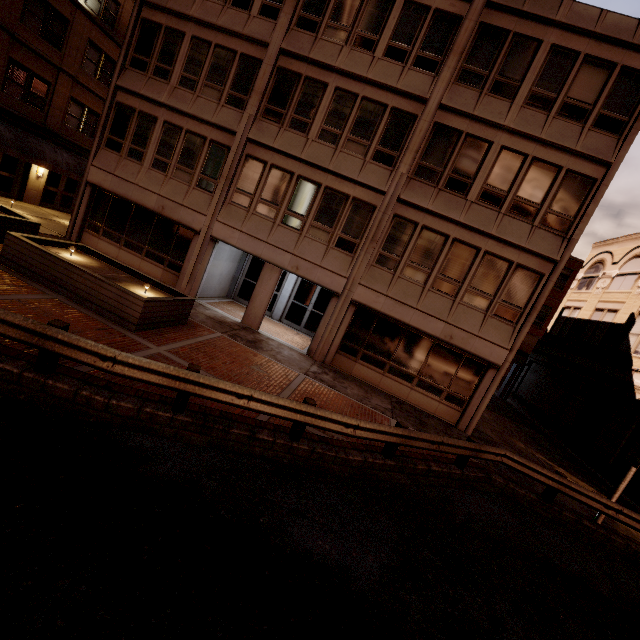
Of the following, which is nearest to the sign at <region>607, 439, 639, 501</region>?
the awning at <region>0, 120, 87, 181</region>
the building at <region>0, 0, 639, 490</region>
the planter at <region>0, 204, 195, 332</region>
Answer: the building at <region>0, 0, 639, 490</region>

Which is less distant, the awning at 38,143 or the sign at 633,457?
the sign at 633,457

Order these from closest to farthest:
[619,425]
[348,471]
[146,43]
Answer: [348,471] < [146,43] < [619,425]

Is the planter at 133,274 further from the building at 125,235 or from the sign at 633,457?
the sign at 633,457

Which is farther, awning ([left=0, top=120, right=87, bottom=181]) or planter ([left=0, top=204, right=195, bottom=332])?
awning ([left=0, top=120, right=87, bottom=181])

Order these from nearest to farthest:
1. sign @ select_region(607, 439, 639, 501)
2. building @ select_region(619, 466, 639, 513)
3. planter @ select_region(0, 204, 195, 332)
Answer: planter @ select_region(0, 204, 195, 332) < sign @ select_region(607, 439, 639, 501) < building @ select_region(619, 466, 639, 513)

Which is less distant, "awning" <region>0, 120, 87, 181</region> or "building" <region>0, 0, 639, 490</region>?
"building" <region>0, 0, 639, 490</region>
